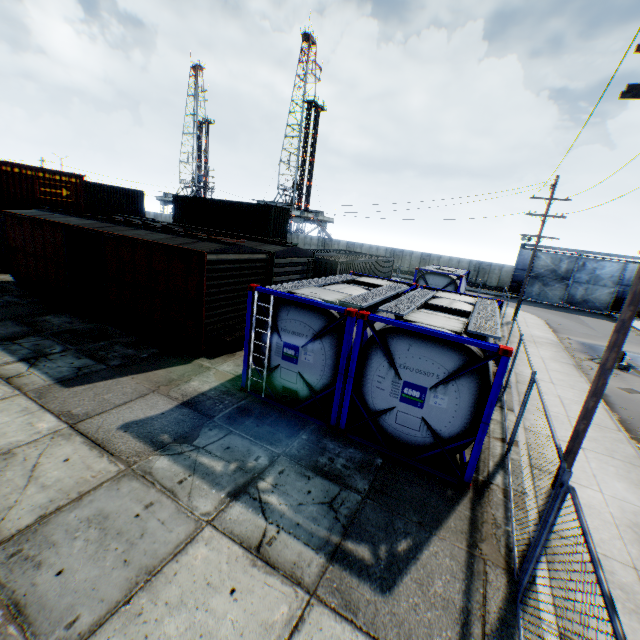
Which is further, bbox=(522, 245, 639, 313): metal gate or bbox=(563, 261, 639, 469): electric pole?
bbox=(522, 245, 639, 313): metal gate

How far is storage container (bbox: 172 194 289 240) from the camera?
27.27m

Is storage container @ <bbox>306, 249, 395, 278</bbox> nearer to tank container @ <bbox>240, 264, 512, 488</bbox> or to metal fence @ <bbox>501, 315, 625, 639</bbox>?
tank container @ <bbox>240, 264, 512, 488</bbox>

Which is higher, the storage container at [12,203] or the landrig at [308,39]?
the landrig at [308,39]

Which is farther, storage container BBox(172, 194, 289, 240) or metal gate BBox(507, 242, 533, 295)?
metal gate BBox(507, 242, 533, 295)

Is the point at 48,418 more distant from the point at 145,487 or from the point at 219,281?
the point at 219,281

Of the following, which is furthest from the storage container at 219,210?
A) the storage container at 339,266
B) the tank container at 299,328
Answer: the tank container at 299,328
